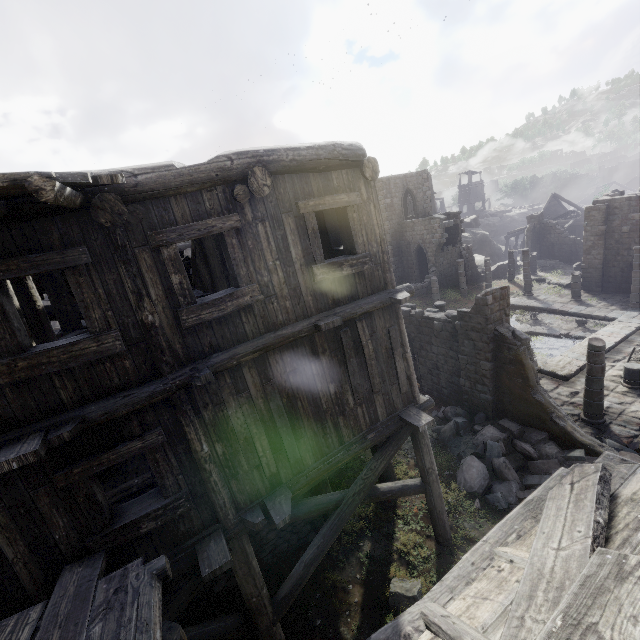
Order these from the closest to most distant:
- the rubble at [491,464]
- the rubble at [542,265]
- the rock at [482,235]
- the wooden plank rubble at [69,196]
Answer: the wooden plank rubble at [69,196], the rubble at [491,464], the rubble at [542,265], the rock at [482,235]

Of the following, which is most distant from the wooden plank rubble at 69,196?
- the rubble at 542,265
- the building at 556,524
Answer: the rubble at 542,265

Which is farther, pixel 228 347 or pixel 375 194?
pixel 375 194

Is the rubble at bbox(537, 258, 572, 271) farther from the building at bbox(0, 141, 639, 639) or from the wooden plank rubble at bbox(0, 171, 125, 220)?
the wooden plank rubble at bbox(0, 171, 125, 220)

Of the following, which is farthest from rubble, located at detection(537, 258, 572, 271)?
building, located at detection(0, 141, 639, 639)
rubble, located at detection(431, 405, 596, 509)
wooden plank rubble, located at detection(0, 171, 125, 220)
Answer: wooden plank rubble, located at detection(0, 171, 125, 220)

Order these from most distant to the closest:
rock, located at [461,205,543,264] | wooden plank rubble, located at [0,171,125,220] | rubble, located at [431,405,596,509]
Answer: rock, located at [461,205,543,264], rubble, located at [431,405,596,509], wooden plank rubble, located at [0,171,125,220]

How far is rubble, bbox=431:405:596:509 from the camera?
9.64m

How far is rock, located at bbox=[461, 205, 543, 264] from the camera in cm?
4203
